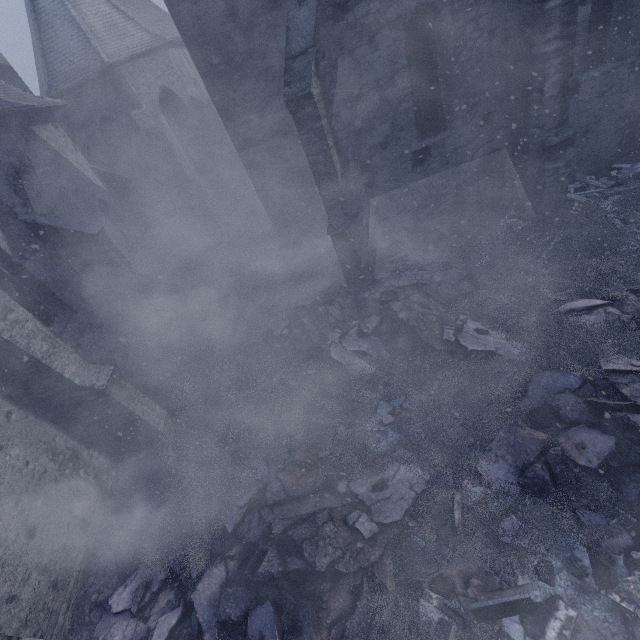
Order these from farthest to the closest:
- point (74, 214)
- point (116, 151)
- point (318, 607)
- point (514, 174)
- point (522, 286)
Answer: point (116, 151) < point (74, 214) < point (514, 174) < point (522, 286) < point (318, 607)

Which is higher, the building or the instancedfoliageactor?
the building

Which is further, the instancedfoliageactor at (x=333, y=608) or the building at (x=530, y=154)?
the building at (x=530, y=154)

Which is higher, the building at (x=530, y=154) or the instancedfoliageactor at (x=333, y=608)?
the building at (x=530, y=154)

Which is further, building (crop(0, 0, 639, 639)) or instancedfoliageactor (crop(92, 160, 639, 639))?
building (crop(0, 0, 639, 639))
